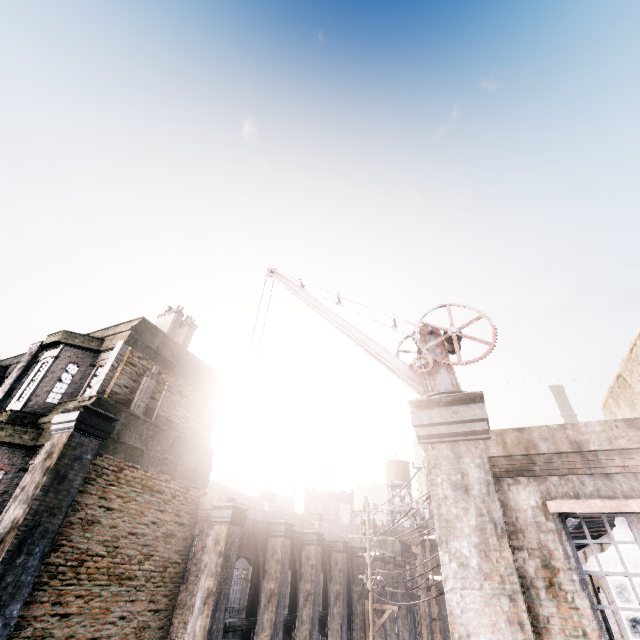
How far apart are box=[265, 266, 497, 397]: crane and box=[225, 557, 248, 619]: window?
10.8m

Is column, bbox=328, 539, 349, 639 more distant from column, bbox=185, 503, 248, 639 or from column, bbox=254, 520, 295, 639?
column, bbox=185, 503, 248, 639

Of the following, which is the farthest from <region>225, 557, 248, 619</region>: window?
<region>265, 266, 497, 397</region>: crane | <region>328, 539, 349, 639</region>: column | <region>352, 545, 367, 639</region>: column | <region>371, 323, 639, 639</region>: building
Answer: <region>352, 545, 367, 639</region>: column

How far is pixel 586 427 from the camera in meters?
5.5 m

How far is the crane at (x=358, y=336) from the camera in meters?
7.5 m

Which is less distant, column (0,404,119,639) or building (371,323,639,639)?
building (371,323,639,639)

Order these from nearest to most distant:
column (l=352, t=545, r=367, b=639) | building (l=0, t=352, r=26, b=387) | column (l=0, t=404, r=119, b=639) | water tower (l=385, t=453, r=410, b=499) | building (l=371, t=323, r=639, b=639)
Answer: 1. building (l=371, t=323, r=639, b=639)
2. column (l=0, t=404, r=119, b=639)
3. building (l=0, t=352, r=26, b=387)
4. column (l=352, t=545, r=367, b=639)
5. water tower (l=385, t=453, r=410, b=499)

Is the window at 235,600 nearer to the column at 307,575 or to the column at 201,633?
the column at 201,633
